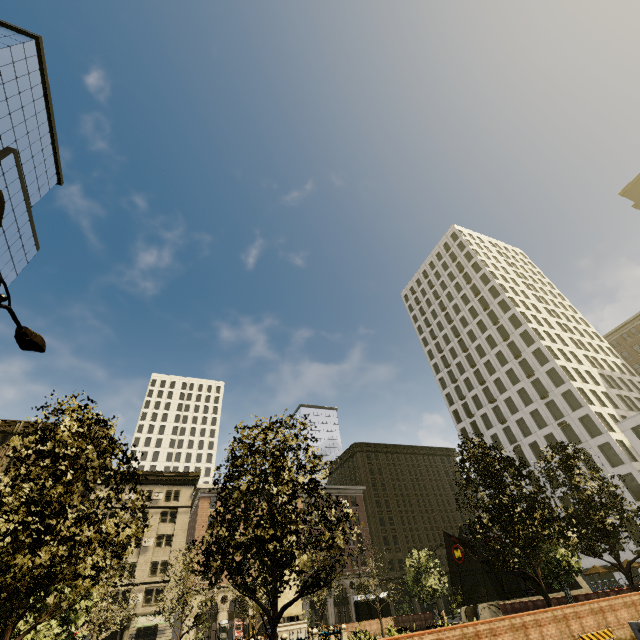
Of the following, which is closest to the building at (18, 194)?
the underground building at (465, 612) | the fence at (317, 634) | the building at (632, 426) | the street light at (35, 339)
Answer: the street light at (35, 339)

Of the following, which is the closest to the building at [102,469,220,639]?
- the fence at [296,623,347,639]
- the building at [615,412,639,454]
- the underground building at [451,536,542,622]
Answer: the underground building at [451,536,542,622]

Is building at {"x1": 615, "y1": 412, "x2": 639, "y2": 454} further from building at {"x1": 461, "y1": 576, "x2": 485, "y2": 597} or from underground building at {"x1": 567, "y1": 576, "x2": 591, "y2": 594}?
building at {"x1": 461, "y1": 576, "x2": 485, "y2": 597}

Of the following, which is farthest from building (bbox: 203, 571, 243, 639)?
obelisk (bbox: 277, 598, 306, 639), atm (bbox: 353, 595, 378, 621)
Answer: obelisk (bbox: 277, 598, 306, 639)

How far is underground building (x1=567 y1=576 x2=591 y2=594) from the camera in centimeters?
2770cm

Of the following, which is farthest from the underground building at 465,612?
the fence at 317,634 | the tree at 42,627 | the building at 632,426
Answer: the fence at 317,634

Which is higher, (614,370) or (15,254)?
(15,254)
